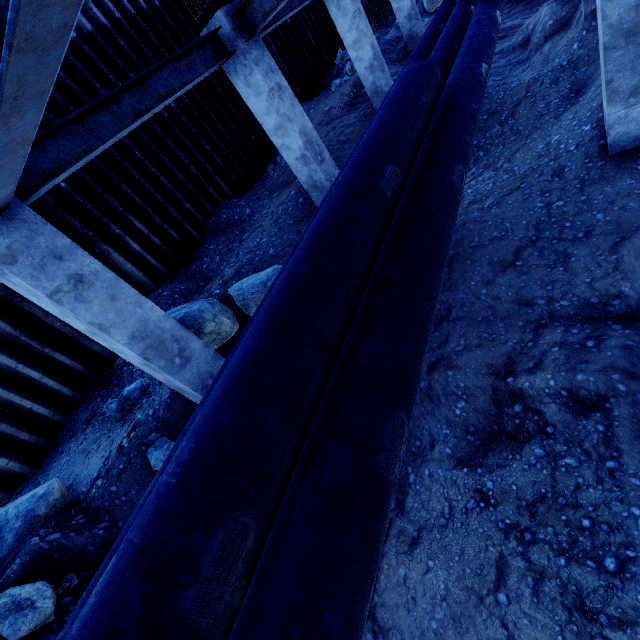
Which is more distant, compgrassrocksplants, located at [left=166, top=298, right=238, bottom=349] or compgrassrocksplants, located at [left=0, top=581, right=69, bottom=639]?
compgrassrocksplants, located at [left=166, top=298, right=238, bottom=349]

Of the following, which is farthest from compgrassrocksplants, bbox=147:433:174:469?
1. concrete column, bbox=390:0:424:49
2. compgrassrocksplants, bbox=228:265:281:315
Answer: concrete column, bbox=390:0:424:49

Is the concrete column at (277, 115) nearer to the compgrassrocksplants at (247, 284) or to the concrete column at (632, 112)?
the compgrassrocksplants at (247, 284)

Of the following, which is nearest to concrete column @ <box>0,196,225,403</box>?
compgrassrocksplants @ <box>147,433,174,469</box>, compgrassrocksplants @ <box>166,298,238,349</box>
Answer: compgrassrocksplants @ <box>166,298,238,349</box>

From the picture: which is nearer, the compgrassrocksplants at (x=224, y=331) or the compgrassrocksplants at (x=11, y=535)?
the compgrassrocksplants at (x=11, y=535)

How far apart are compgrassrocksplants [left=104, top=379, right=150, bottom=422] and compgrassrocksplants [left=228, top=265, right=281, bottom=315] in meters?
2.3 m

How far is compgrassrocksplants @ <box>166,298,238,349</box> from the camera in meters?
5.0 m

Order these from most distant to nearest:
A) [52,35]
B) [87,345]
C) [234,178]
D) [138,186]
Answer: [234,178] → [138,186] → [87,345] → [52,35]
